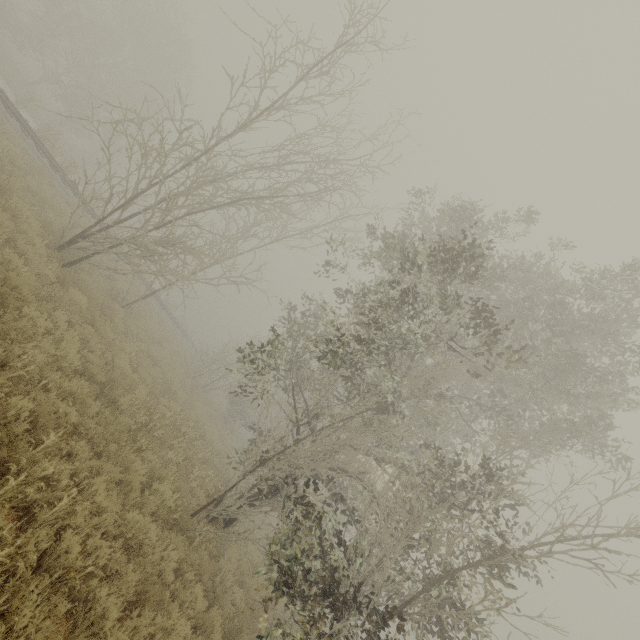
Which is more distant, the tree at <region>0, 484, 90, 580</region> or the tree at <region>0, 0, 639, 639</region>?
the tree at <region>0, 0, 639, 639</region>

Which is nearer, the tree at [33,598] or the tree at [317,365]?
the tree at [33,598]

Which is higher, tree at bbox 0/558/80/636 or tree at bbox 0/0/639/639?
tree at bbox 0/0/639/639

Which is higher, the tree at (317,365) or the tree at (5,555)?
the tree at (317,365)

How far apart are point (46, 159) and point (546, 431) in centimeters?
2592cm

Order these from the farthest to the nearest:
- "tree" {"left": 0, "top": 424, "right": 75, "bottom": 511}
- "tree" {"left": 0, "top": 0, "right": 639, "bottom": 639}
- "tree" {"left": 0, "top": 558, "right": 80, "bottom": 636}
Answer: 1. "tree" {"left": 0, "top": 0, "right": 639, "bottom": 639}
2. "tree" {"left": 0, "top": 424, "right": 75, "bottom": 511}
3. "tree" {"left": 0, "top": 558, "right": 80, "bottom": 636}
